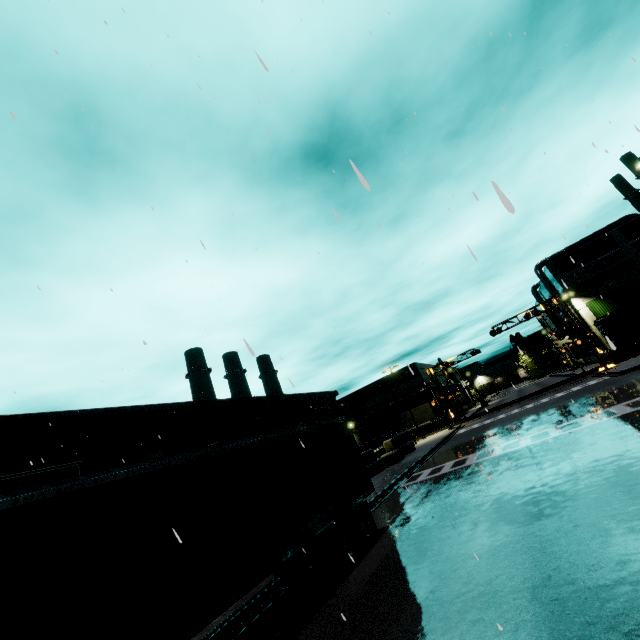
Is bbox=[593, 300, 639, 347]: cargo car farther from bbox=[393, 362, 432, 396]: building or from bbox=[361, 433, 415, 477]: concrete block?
bbox=[361, 433, 415, 477]: concrete block

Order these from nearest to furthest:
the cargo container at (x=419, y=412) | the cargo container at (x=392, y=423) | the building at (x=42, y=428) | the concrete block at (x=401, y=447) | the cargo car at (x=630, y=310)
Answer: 1. the building at (x=42, y=428)
2. the concrete block at (x=401, y=447)
3. the cargo car at (x=630, y=310)
4. the cargo container at (x=419, y=412)
5. the cargo container at (x=392, y=423)

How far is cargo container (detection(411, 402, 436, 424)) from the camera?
46.9m

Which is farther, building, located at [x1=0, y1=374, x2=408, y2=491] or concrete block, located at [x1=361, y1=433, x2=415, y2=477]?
concrete block, located at [x1=361, y1=433, x2=415, y2=477]

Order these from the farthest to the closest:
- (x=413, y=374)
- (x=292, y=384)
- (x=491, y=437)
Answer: (x=491, y=437) < (x=413, y=374) < (x=292, y=384)

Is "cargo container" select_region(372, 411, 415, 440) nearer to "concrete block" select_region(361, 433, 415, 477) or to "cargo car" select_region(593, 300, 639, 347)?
"concrete block" select_region(361, 433, 415, 477)

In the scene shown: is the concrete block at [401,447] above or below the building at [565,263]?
below
